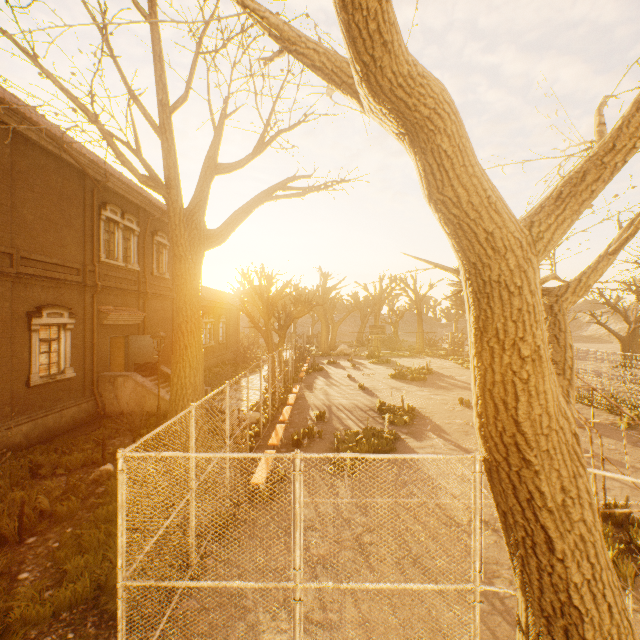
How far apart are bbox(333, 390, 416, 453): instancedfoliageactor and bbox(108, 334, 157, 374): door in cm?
1145

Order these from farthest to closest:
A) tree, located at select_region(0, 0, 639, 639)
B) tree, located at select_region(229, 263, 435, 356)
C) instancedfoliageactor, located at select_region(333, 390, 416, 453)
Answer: tree, located at select_region(229, 263, 435, 356)
instancedfoliageactor, located at select_region(333, 390, 416, 453)
tree, located at select_region(0, 0, 639, 639)

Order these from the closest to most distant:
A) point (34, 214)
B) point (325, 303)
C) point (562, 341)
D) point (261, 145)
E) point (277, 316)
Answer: point (562, 341)
point (261, 145)
point (34, 214)
point (325, 303)
point (277, 316)

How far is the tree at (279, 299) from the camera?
18.8m

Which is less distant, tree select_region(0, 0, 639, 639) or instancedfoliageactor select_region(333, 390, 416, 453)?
tree select_region(0, 0, 639, 639)

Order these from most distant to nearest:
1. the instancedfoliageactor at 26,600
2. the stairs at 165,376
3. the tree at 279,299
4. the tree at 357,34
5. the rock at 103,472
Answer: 1. the tree at 279,299
2. the stairs at 165,376
3. the rock at 103,472
4. the instancedfoliageactor at 26,600
5. the tree at 357,34

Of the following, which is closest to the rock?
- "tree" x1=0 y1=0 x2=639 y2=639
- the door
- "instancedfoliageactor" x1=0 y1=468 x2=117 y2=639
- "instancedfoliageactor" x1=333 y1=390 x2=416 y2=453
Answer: "tree" x1=0 y1=0 x2=639 y2=639

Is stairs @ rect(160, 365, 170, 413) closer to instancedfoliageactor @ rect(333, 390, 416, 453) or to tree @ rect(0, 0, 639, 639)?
tree @ rect(0, 0, 639, 639)
